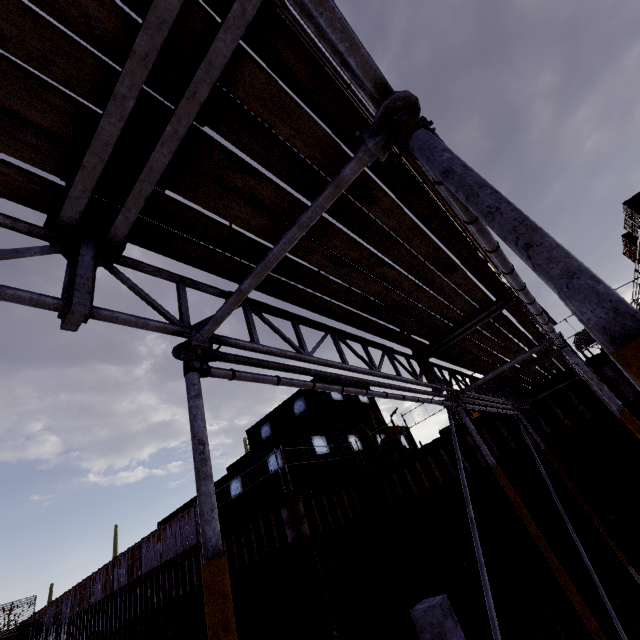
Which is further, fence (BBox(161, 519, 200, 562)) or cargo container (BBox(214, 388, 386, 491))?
fence (BBox(161, 519, 200, 562))

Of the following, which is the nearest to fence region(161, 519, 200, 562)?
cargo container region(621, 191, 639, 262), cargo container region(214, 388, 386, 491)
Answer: cargo container region(214, 388, 386, 491)

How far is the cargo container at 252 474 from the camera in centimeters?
1332cm

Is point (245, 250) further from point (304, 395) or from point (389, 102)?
point (304, 395)

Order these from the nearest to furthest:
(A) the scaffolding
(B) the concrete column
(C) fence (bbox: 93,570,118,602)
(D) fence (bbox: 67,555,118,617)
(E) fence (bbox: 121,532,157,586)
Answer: (A) the scaffolding, (B) the concrete column, (E) fence (bbox: 121,532,157,586), (C) fence (bbox: 93,570,118,602), (D) fence (bbox: 67,555,118,617)

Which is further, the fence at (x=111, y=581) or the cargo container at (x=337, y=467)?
the fence at (x=111, y=581)

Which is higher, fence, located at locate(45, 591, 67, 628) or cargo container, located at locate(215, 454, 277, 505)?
cargo container, located at locate(215, 454, 277, 505)
